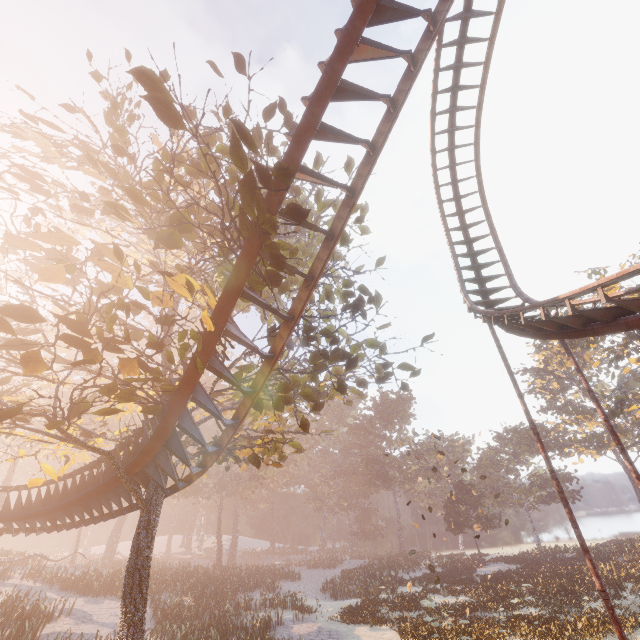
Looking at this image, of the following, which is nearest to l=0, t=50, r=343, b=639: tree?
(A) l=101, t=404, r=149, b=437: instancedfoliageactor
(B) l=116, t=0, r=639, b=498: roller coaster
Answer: (B) l=116, t=0, r=639, b=498: roller coaster

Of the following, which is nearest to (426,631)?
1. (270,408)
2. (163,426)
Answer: (270,408)

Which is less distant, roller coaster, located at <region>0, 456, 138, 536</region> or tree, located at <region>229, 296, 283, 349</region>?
tree, located at <region>229, 296, 283, 349</region>

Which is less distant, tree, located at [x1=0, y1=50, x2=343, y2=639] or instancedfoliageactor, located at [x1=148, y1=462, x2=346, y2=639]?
tree, located at [x1=0, y1=50, x2=343, y2=639]

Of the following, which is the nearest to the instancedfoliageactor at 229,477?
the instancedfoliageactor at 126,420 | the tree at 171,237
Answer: the instancedfoliageactor at 126,420

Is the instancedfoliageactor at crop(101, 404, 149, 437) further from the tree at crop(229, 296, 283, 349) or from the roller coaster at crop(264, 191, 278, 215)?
the roller coaster at crop(264, 191, 278, 215)

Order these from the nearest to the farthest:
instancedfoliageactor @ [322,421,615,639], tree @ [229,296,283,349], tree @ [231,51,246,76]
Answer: tree @ [229,296,283,349]
tree @ [231,51,246,76]
instancedfoliageactor @ [322,421,615,639]

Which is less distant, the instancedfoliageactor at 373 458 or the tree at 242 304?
the tree at 242 304
